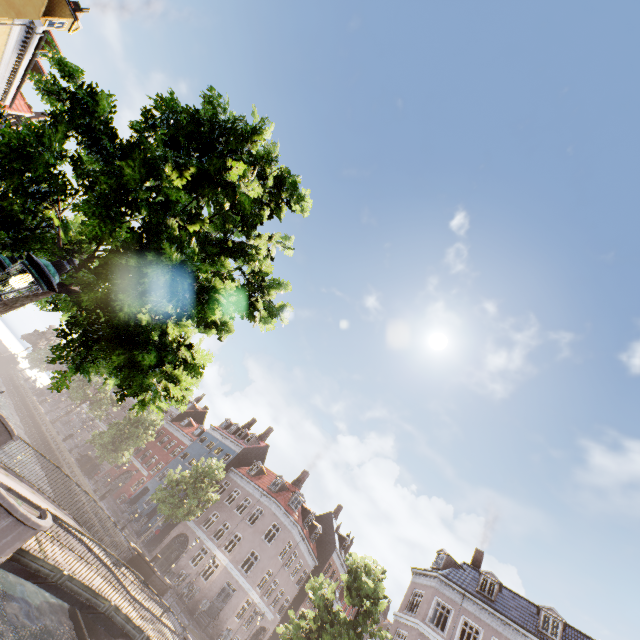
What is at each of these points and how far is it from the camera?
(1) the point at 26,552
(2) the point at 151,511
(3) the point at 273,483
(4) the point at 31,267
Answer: (1) bridge, 9.30m
(2) building, 37.75m
(3) building, 36.44m
(4) street light, 3.57m

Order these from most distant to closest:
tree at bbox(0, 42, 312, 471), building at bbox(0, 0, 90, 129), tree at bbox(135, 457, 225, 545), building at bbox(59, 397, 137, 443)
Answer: building at bbox(59, 397, 137, 443) → tree at bbox(135, 457, 225, 545) → building at bbox(0, 0, 90, 129) → tree at bbox(0, 42, 312, 471)

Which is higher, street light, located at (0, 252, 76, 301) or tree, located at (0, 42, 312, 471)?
tree, located at (0, 42, 312, 471)

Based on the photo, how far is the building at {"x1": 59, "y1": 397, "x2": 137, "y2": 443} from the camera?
53.4 meters

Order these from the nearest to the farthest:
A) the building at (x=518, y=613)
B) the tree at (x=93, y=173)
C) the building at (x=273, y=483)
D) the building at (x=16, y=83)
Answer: the tree at (x=93, y=173), the building at (x=16, y=83), the building at (x=518, y=613), the building at (x=273, y=483)

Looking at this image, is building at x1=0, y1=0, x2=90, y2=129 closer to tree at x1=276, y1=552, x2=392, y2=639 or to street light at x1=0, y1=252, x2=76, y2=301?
street light at x1=0, y1=252, x2=76, y2=301

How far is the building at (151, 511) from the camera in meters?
35.7 m

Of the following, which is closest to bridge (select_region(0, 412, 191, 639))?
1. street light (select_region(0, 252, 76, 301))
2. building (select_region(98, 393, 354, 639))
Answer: street light (select_region(0, 252, 76, 301))
